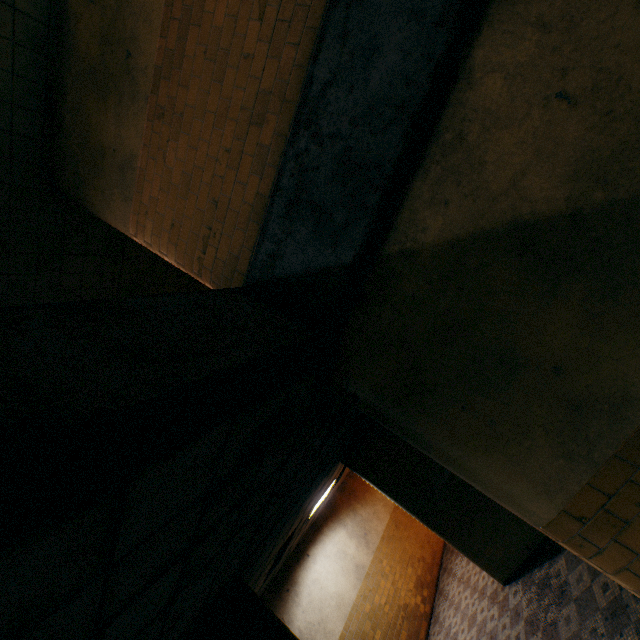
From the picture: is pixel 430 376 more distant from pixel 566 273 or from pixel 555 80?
pixel 555 80
